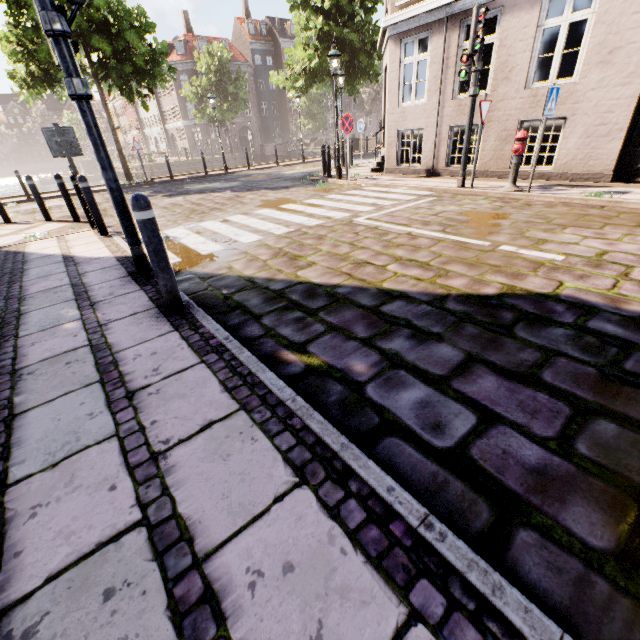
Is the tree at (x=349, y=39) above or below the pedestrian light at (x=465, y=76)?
above

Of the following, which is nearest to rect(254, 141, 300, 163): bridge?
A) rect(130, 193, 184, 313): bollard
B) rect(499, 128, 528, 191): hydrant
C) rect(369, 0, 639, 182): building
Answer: rect(369, 0, 639, 182): building

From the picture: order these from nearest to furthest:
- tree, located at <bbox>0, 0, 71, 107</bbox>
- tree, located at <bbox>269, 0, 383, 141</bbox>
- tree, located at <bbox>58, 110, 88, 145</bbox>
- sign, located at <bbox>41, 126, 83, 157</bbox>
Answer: sign, located at <bbox>41, 126, 83, 157</bbox>, tree, located at <bbox>0, 0, 71, 107</bbox>, tree, located at <bbox>269, 0, 383, 141</bbox>, tree, located at <bbox>58, 110, 88, 145</bbox>

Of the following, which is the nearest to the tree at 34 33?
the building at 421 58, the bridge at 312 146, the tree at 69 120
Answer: the bridge at 312 146

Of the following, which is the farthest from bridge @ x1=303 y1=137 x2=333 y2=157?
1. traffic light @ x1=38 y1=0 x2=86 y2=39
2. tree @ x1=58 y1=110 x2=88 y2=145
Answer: tree @ x1=58 y1=110 x2=88 y2=145

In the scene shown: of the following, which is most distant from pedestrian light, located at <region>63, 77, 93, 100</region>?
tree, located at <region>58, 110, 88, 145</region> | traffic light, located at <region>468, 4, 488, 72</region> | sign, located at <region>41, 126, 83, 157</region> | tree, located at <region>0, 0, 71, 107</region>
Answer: tree, located at <region>58, 110, 88, 145</region>

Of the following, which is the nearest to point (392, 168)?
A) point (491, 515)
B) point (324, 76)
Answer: point (491, 515)

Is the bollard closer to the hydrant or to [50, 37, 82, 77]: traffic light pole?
[50, 37, 82, 77]: traffic light pole
